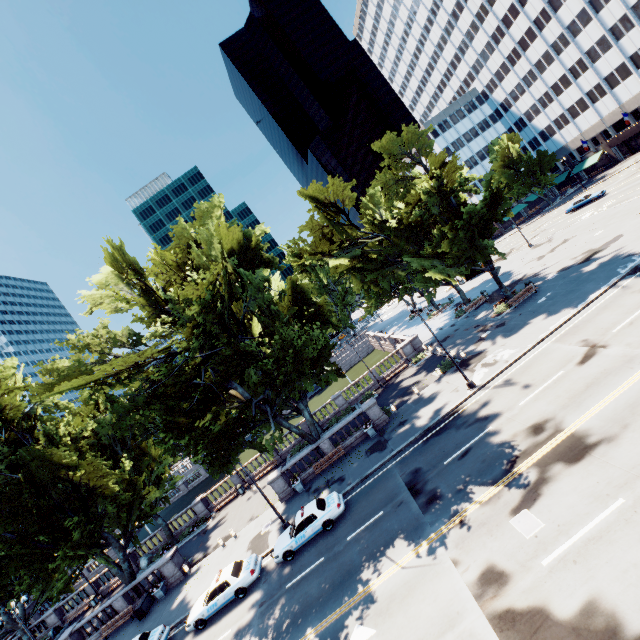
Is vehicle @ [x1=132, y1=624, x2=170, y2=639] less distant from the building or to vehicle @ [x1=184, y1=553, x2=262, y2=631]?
vehicle @ [x1=184, y1=553, x2=262, y2=631]

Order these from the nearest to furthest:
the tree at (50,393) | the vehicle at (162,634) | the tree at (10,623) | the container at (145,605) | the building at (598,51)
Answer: the vehicle at (162,634)
the tree at (50,393)
the container at (145,605)
the tree at (10,623)
the building at (598,51)

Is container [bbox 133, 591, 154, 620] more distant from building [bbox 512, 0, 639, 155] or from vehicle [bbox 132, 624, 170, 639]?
building [bbox 512, 0, 639, 155]

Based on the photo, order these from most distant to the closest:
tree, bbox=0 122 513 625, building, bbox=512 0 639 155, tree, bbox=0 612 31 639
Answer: building, bbox=512 0 639 155 < tree, bbox=0 612 31 639 < tree, bbox=0 122 513 625

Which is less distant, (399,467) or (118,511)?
(399,467)

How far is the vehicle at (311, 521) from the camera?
19.2m

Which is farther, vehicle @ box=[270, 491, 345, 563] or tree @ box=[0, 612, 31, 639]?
tree @ box=[0, 612, 31, 639]

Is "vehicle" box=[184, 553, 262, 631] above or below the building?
below
